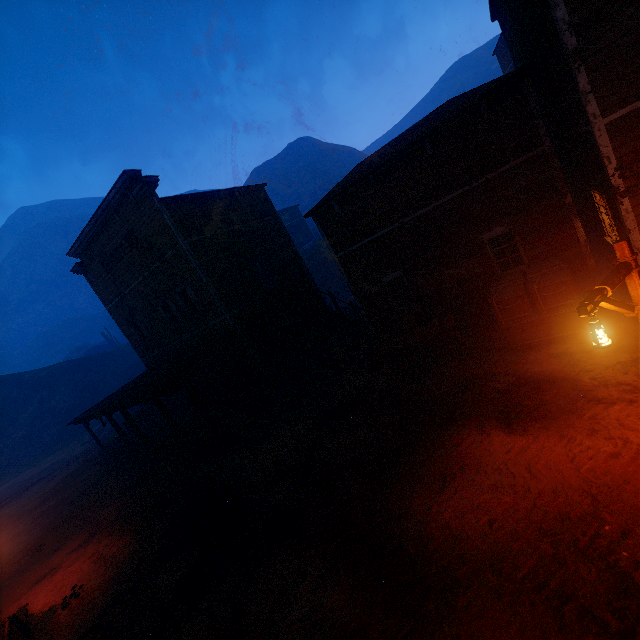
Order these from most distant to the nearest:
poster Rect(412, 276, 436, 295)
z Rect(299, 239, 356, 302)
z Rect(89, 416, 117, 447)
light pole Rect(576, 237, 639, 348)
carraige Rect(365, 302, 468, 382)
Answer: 1. z Rect(299, 239, 356, 302)
2. z Rect(89, 416, 117, 447)
3. poster Rect(412, 276, 436, 295)
4. carraige Rect(365, 302, 468, 382)
5. light pole Rect(576, 237, 639, 348)

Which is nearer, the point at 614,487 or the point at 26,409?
the point at 614,487

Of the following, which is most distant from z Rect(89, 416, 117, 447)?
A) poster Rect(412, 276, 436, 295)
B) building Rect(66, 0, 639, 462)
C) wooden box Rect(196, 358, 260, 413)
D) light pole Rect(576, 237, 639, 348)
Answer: poster Rect(412, 276, 436, 295)

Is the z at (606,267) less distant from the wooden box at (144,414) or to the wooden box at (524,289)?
the wooden box at (524,289)

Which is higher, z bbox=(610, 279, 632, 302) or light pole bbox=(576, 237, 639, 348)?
light pole bbox=(576, 237, 639, 348)

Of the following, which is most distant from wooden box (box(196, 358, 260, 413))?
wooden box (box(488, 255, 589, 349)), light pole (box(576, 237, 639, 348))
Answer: light pole (box(576, 237, 639, 348))

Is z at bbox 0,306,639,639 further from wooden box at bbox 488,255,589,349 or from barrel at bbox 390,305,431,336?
barrel at bbox 390,305,431,336

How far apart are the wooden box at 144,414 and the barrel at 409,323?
19.9 meters
